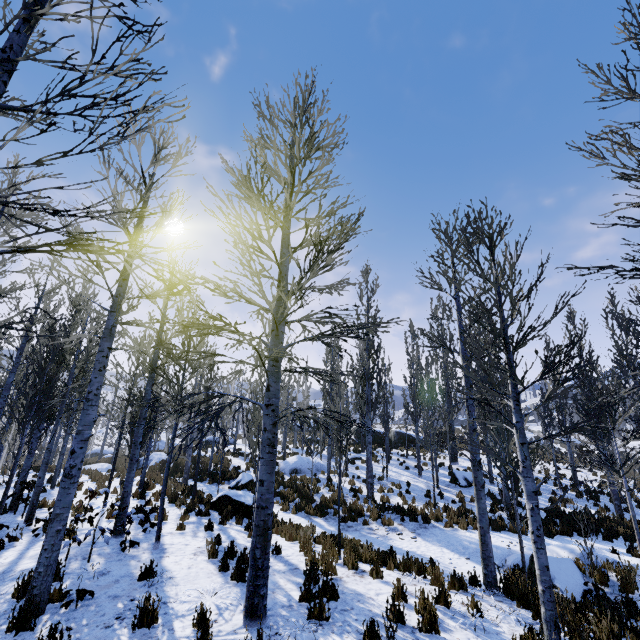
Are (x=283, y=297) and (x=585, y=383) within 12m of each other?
no

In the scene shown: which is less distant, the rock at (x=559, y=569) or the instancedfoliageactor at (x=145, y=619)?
the instancedfoliageactor at (x=145, y=619)

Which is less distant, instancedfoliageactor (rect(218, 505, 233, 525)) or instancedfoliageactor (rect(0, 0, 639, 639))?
instancedfoliageactor (rect(0, 0, 639, 639))

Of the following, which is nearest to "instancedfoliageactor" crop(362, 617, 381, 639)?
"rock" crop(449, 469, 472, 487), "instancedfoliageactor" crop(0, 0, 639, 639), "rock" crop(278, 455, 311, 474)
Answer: "instancedfoliageactor" crop(0, 0, 639, 639)

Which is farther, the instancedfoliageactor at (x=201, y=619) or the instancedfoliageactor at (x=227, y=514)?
the instancedfoliageactor at (x=227, y=514)

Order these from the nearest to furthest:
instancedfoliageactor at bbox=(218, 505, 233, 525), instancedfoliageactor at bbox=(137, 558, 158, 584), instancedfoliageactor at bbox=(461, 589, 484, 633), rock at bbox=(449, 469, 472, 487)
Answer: instancedfoliageactor at bbox=(461, 589, 484, 633)
instancedfoliageactor at bbox=(137, 558, 158, 584)
instancedfoliageactor at bbox=(218, 505, 233, 525)
rock at bbox=(449, 469, 472, 487)

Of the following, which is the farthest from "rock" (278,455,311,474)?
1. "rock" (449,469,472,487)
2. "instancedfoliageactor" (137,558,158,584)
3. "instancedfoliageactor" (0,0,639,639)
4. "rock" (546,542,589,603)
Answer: "rock" (546,542,589,603)

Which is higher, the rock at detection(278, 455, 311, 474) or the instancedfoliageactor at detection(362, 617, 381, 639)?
the rock at detection(278, 455, 311, 474)
